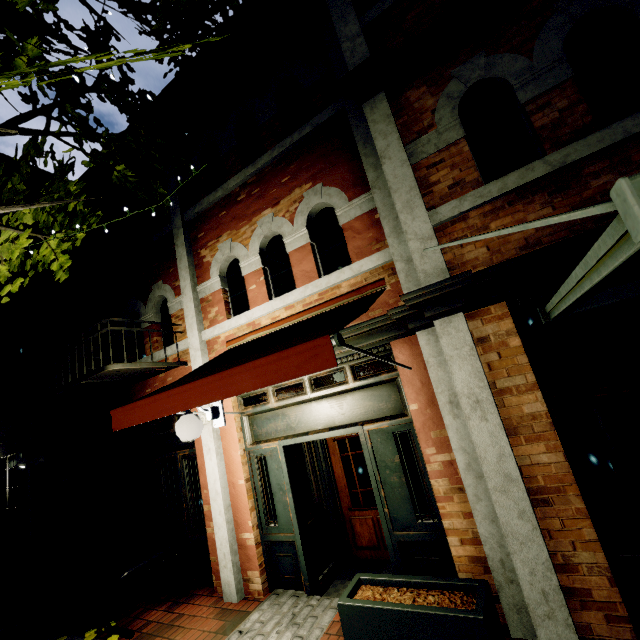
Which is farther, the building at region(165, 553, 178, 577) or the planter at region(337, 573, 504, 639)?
the building at region(165, 553, 178, 577)

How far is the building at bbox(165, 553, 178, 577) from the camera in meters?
6.0 m

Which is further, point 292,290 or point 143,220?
point 143,220

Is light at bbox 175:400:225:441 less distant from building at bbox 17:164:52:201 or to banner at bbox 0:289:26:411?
building at bbox 17:164:52:201

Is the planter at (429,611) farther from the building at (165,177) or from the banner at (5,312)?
the banner at (5,312)

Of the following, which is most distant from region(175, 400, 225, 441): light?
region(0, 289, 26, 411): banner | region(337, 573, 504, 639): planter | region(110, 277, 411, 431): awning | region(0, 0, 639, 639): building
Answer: region(0, 289, 26, 411): banner

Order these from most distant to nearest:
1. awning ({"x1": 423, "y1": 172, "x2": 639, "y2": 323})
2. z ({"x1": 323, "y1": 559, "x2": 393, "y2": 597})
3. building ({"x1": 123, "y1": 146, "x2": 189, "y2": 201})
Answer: building ({"x1": 123, "y1": 146, "x2": 189, "y2": 201}) → z ({"x1": 323, "y1": 559, "x2": 393, "y2": 597}) → awning ({"x1": 423, "y1": 172, "x2": 639, "y2": 323})

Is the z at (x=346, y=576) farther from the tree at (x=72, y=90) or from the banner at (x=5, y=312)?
the banner at (x=5, y=312)
